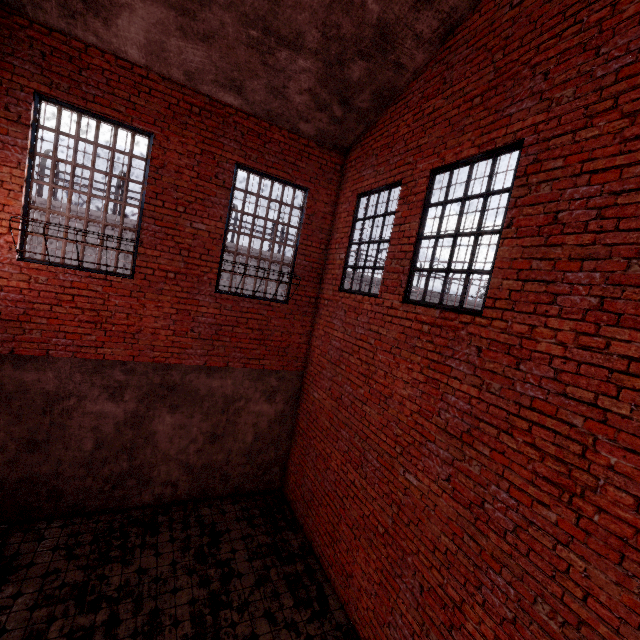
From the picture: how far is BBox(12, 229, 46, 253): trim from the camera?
4.94m

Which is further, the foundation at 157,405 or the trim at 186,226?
the foundation at 157,405

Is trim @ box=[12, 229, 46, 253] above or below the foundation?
above

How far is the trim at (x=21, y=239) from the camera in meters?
4.9 m

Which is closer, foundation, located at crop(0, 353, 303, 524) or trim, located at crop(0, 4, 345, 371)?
trim, located at crop(0, 4, 345, 371)

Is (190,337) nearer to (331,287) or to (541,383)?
(331,287)
